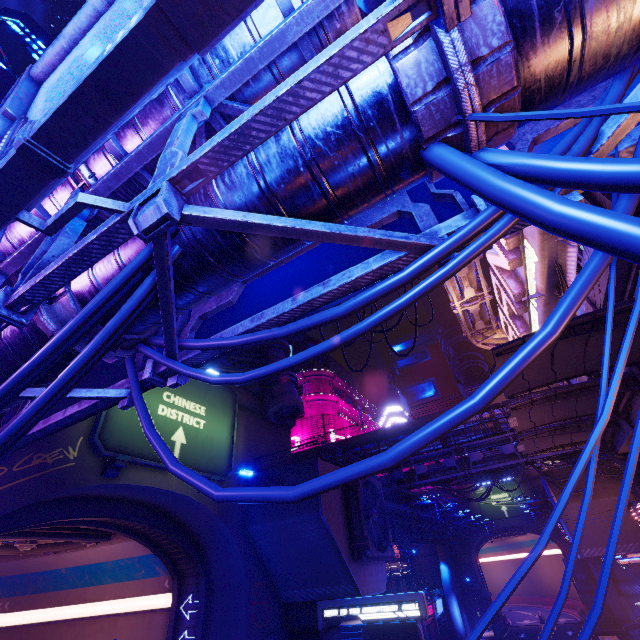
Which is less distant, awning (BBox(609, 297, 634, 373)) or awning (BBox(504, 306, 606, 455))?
awning (BBox(609, 297, 634, 373))

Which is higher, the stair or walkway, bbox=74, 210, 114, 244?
walkway, bbox=74, 210, 114, 244

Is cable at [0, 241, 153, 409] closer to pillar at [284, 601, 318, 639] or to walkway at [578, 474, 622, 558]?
pillar at [284, 601, 318, 639]

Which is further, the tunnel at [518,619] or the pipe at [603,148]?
the tunnel at [518,619]

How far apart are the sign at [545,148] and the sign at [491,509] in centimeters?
6287cm

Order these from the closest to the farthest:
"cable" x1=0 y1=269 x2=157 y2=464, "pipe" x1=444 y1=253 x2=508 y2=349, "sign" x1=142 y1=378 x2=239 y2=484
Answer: "cable" x1=0 y1=269 x2=157 y2=464 < "sign" x1=142 y1=378 x2=239 y2=484 < "pipe" x1=444 y1=253 x2=508 y2=349

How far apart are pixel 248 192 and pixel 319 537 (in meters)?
18.25

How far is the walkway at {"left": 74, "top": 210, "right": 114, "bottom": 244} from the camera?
5.5 meters
